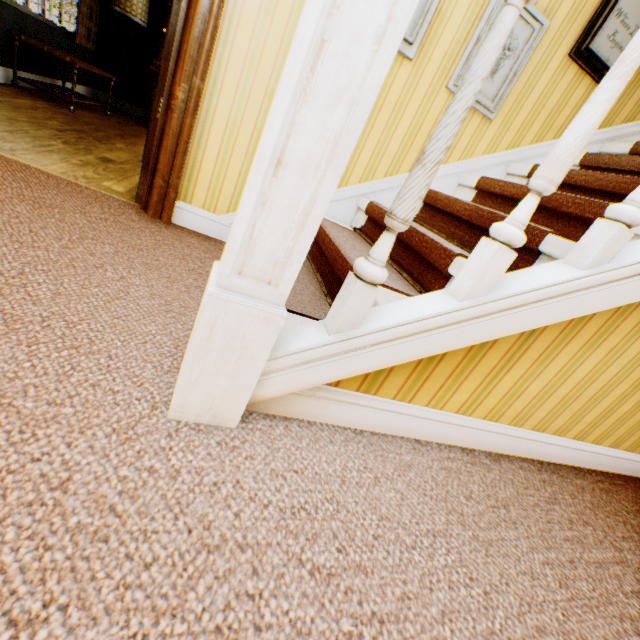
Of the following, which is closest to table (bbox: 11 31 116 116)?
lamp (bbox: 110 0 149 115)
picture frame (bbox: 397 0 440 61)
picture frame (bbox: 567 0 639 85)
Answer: lamp (bbox: 110 0 149 115)

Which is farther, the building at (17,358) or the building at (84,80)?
the building at (84,80)

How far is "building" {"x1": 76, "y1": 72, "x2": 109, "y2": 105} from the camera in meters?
5.4 m

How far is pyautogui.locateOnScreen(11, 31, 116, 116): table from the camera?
3.64m

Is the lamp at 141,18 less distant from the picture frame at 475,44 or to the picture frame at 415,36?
the picture frame at 415,36

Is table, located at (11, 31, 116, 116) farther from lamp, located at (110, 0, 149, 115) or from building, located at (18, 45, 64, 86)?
lamp, located at (110, 0, 149, 115)

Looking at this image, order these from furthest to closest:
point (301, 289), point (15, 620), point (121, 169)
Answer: point (121, 169) → point (301, 289) → point (15, 620)

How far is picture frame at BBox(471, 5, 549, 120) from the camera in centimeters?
205cm
